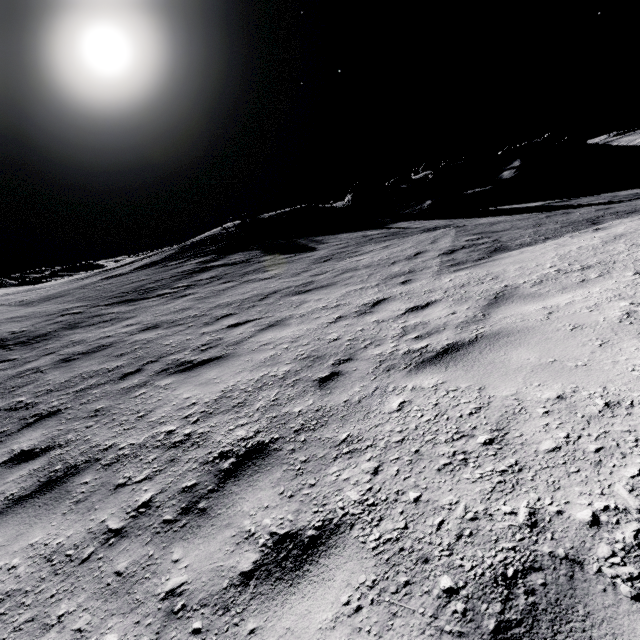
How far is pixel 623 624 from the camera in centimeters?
116cm

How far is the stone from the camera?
27.9m

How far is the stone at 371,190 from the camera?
27.9m
